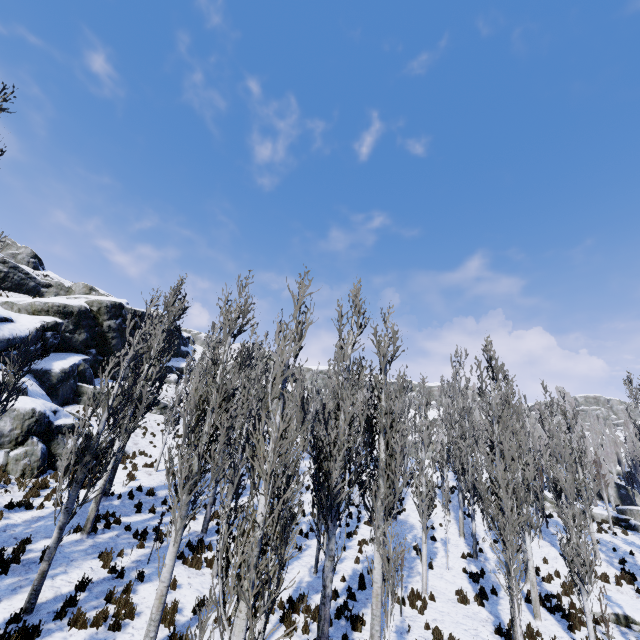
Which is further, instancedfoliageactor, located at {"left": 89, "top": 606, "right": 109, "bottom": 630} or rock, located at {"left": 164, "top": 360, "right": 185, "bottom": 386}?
rock, located at {"left": 164, "top": 360, "right": 185, "bottom": 386}

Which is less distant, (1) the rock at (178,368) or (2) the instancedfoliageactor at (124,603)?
(2) the instancedfoliageactor at (124,603)

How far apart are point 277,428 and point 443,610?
12.5m

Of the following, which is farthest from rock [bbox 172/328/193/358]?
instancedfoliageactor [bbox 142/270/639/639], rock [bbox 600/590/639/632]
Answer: rock [bbox 600/590/639/632]

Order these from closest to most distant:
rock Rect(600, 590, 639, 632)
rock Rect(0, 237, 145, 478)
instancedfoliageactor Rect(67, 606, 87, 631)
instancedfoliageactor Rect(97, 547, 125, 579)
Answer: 1. instancedfoliageactor Rect(67, 606, 87, 631)
2. instancedfoliageactor Rect(97, 547, 125, 579)
3. rock Rect(600, 590, 639, 632)
4. rock Rect(0, 237, 145, 478)

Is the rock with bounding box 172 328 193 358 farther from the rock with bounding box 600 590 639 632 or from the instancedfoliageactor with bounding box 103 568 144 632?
the rock with bounding box 600 590 639 632

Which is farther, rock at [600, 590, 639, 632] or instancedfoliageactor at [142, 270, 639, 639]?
rock at [600, 590, 639, 632]

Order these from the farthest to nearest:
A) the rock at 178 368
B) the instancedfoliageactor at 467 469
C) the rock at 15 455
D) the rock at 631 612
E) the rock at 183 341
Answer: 1. the rock at 183 341
2. the rock at 178 368
3. the rock at 15 455
4. the rock at 631 612
5. the instancedfoliageactor at 467 469
